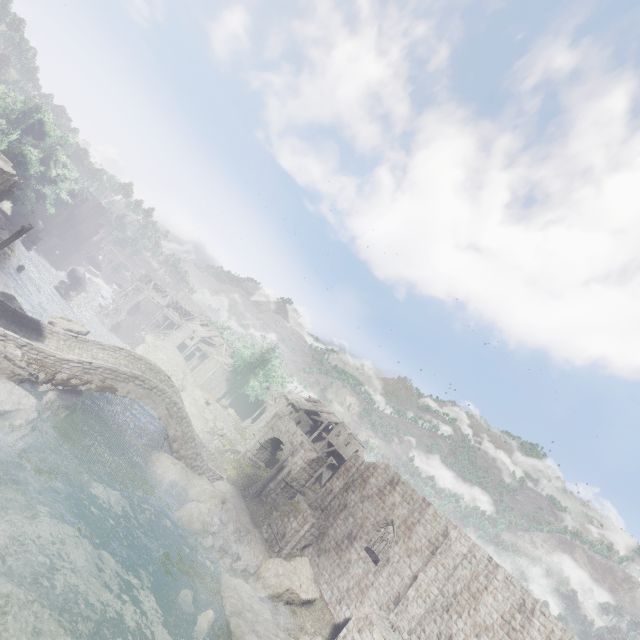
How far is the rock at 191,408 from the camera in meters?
34.5

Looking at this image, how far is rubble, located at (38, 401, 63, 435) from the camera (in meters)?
17.67

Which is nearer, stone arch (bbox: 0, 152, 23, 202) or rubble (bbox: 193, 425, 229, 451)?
stone arch (bbox: 0, 152, 23, 202)

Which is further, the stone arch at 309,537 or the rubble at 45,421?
the stone arch at 309,537

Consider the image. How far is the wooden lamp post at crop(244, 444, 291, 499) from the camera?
27.9m

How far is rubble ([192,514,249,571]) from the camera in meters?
20.0

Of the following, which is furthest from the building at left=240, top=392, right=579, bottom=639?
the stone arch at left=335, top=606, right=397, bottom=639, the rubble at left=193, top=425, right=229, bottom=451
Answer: the rubble at left=193, top=425, right=229, bottom=451

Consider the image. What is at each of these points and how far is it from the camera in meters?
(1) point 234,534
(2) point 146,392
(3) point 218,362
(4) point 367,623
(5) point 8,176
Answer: (1) rubble, 22.2 m
(2) bridge, 21.6 m
(3) building, 56.9 m
(4) stone arch, 17.6 m
(5) stone arch, 16.5 m
